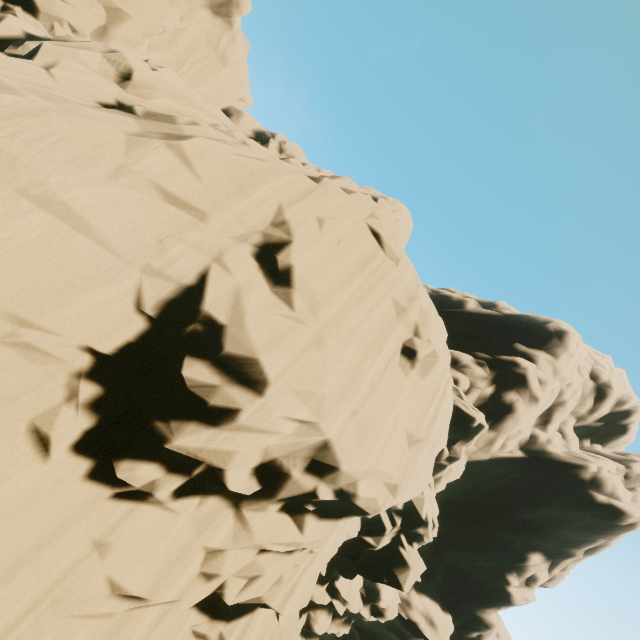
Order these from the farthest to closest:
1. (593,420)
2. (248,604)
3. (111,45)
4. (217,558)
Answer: (593,420) → (111,45) → (248,604) → (217,558)
